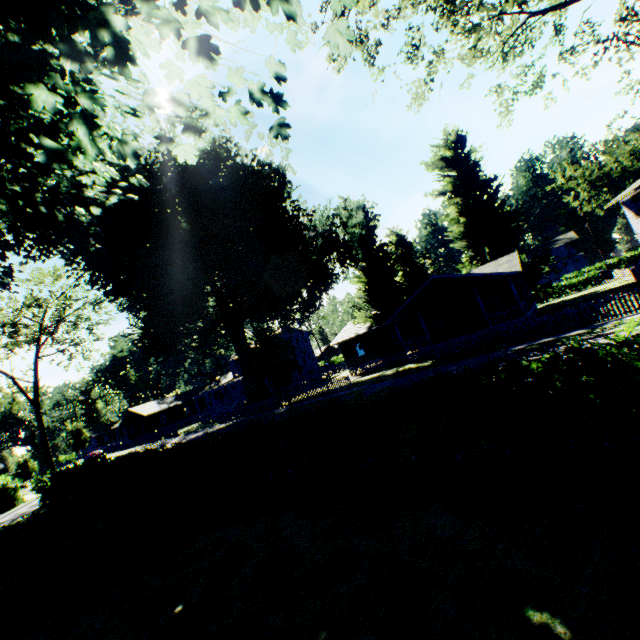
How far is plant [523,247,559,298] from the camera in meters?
36.3

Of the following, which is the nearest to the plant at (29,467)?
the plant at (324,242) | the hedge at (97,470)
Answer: the plant at (324,242)

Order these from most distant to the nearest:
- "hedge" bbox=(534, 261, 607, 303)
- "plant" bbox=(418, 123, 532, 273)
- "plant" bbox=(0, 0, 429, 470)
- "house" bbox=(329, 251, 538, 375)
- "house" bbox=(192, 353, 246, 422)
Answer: "house" bbox=(192, 353, 246, 422), "hedge" bbox=(534, 261, 607, 303), "plant" bbox=(418, 123, 532, 273), "house" bbox=(329, 251, 538, 375), "plant" bbox=(0, 0, 429, 470)

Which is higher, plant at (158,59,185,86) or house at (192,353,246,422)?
plant at (158,59,185,86)

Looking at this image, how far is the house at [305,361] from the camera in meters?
52.1

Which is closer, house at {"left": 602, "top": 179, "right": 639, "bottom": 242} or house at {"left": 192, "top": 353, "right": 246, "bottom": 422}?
house at {"left": 602, "top": 179, "right": 639, "bottom": 242}

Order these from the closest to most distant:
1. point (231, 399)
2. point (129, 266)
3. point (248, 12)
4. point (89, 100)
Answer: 1. point (89, 100)
2. point (248, 12)
3. point (129, 266)
4. point (231, 399)

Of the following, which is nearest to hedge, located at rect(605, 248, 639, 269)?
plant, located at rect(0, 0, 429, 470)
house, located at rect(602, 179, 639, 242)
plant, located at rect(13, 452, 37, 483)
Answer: house, located at rect(602, 179, 639, 242)
